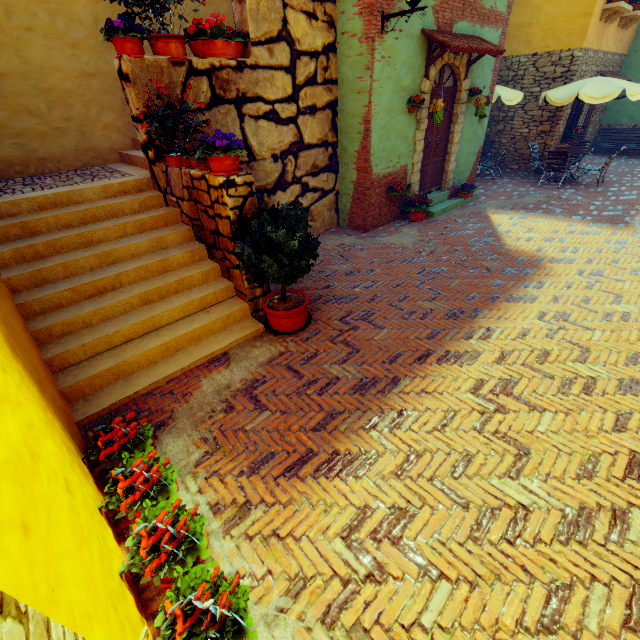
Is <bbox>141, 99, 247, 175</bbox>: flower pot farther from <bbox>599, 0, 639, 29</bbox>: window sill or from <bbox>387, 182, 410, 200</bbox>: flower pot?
<bbox>599, 0, 639, 29</bbox>: window sill

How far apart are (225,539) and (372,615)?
1.1 meters

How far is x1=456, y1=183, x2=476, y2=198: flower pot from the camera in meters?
9.0

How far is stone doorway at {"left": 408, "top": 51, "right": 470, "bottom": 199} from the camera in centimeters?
704cm

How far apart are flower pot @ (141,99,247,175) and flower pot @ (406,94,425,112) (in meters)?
4.81

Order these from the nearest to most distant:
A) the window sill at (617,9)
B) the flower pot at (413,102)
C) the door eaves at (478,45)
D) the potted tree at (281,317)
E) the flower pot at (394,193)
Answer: the potted tree at (281,317), the door eaves at (478,45), the flower pot at (413,102), the flower pot at (394,193), the window sill at (617,9)

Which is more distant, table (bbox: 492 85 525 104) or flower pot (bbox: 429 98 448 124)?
table (bbox: 492 85 525 104)

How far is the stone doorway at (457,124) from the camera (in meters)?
7.04
